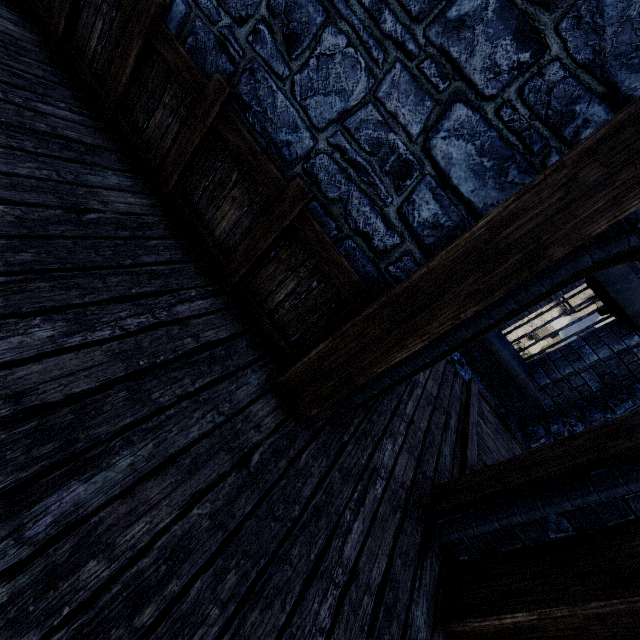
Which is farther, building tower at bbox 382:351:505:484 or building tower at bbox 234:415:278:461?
building tower at bbox 382:351:505:484

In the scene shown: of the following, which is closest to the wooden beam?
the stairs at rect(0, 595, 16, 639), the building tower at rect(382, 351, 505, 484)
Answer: the building tower at rect(382, 351, 505, 484)

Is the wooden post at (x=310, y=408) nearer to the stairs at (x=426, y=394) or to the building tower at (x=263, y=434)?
the building tower at (x=263, y=434)

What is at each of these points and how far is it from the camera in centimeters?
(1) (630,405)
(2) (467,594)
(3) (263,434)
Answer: (1) building tower, 555cm
(2) wooden post, 235cm
(3) building tower, 218cm

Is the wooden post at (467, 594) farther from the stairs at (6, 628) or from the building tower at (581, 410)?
the stairs at (6, 628)

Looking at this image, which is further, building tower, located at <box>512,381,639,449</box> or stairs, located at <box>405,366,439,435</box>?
building tower, located at <box>512,381,639,449</box>

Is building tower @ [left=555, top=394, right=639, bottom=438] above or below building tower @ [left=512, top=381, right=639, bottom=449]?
above

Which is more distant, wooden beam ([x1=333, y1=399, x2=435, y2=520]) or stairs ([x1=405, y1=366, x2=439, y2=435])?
stairs ([x1=405, y1=366, x2=439, y2=435])
